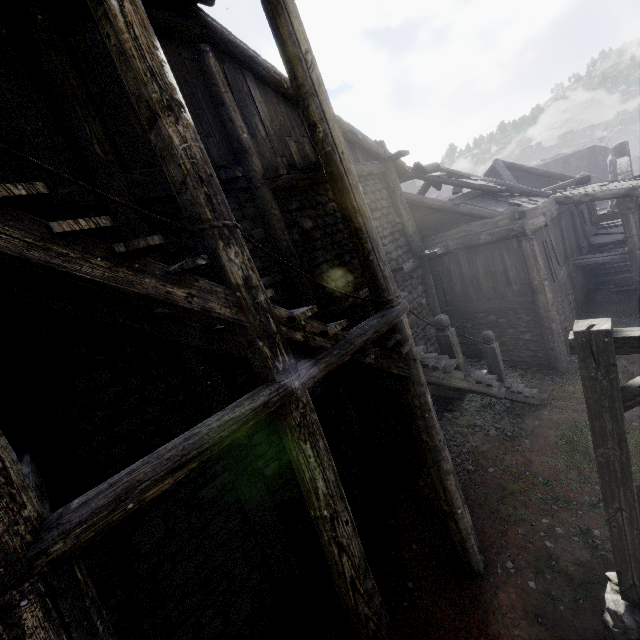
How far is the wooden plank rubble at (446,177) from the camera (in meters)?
11.47

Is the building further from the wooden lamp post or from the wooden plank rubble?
the wooden lamp post

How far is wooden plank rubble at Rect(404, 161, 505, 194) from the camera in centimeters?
1147cm

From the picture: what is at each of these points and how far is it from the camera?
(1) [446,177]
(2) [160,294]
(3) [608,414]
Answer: (1) wooden plank rubble, 11.89m
(2) building, 2.67m
(3) wooden lamp post, 3.22m

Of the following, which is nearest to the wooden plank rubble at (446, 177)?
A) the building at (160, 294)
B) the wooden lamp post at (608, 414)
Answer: the building at (160, 294)

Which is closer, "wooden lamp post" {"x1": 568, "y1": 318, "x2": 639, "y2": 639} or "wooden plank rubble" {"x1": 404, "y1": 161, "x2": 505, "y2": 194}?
"wooden lamp post" {"x1": 568, "y1": 318, "x2": 639, "y2": 639}

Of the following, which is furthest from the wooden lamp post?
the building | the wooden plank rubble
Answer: the wooden plank rubble
